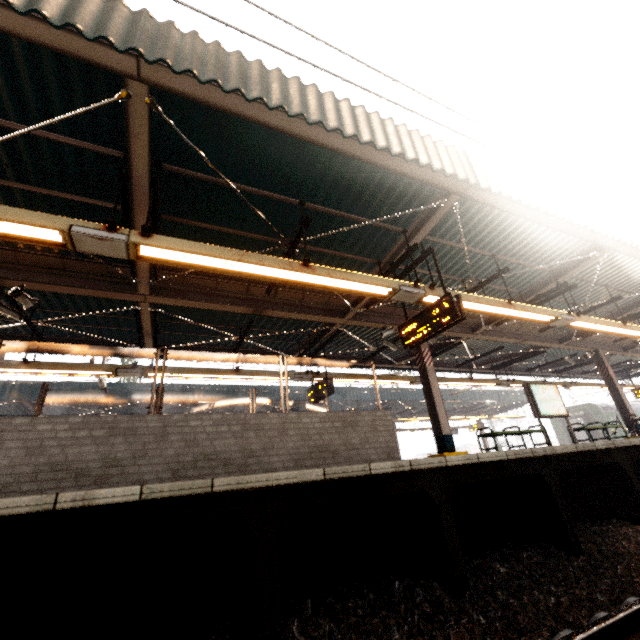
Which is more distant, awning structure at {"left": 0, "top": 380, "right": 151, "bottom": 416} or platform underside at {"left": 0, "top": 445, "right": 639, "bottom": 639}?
awning structure at {"left": 0, "top": 380, "right": 151, "bottom": 416}

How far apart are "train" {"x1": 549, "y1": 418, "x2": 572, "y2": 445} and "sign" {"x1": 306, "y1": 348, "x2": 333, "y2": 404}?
26.3 meters

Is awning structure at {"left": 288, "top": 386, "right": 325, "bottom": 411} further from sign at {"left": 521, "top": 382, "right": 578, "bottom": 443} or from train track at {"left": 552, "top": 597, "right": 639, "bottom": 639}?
train track at {"left": 552, "top": 597, "right": 639, "bottom": 639}

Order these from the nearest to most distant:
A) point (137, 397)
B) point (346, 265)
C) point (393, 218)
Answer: point (393, 218) → point (346, 265) → point (137, 397)

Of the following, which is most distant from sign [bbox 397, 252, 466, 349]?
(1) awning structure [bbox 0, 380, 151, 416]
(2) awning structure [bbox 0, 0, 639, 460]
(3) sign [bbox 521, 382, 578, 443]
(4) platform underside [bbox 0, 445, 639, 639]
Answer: (1) awning structure [bbox 0, 380, 151, 416]

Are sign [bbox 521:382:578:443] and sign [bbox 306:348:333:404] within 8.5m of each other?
yes

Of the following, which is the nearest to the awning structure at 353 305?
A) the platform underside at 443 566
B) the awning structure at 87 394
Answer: the platform underside at 443 566

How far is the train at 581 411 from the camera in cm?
2518
